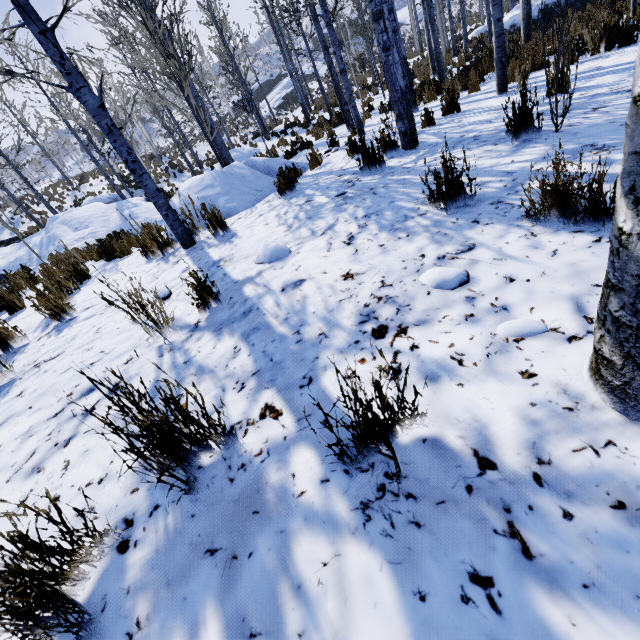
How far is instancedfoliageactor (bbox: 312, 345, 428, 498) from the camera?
0.9m

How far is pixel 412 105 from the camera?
7.7 meters

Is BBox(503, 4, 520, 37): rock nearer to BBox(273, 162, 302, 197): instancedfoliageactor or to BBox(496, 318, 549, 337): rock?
BBox(273, 162, 302, 197): instancedfoliageactor

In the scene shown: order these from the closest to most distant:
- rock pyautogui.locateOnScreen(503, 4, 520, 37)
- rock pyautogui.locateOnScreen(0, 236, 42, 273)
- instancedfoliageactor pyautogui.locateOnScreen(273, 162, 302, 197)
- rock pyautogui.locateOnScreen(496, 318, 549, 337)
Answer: rock pyautogui.locateOnScreen(496, 318, 549, 337)
instancedfoliageactor pyautogui.locateOnScreen(273, 162, 302, 197)
rock pyautogui.locateOnScreen(0, 236, 42, 273)
rock pyautogui.locateOnScreen(503, 4, 520, 37)

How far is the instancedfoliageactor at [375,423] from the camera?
0.9 meters

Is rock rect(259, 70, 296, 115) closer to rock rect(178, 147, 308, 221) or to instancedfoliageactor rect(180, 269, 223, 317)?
instancedfoliageactor rect(180, 269, 223, 317)

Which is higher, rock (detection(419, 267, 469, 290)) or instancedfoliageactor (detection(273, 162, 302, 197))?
instancedfoliageactor (detection(273, 162, 302, 197))

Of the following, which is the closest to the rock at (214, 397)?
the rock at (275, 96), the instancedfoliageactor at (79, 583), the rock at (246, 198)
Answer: the rock at (246, 198)
